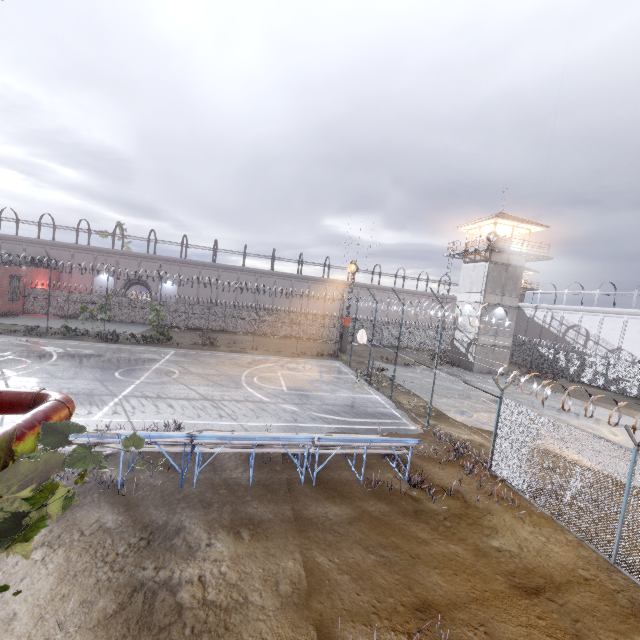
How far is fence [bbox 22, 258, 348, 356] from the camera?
33.1m

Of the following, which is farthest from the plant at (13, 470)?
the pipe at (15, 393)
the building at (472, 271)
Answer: the building at (472, 271)

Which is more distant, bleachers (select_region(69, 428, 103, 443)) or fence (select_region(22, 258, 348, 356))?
fence (select_region(22, 258, 348, 356))

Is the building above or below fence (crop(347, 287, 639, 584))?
above

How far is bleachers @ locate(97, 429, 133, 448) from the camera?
7.82m

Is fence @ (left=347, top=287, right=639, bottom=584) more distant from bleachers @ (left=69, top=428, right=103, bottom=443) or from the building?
the building

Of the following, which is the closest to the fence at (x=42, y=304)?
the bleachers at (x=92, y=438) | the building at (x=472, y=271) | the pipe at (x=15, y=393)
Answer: the pipe at (x=15, y=393)

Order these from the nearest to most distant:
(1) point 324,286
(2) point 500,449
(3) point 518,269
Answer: (2) point 500,449 → (3) point 518,269 → (1) point 324,286
